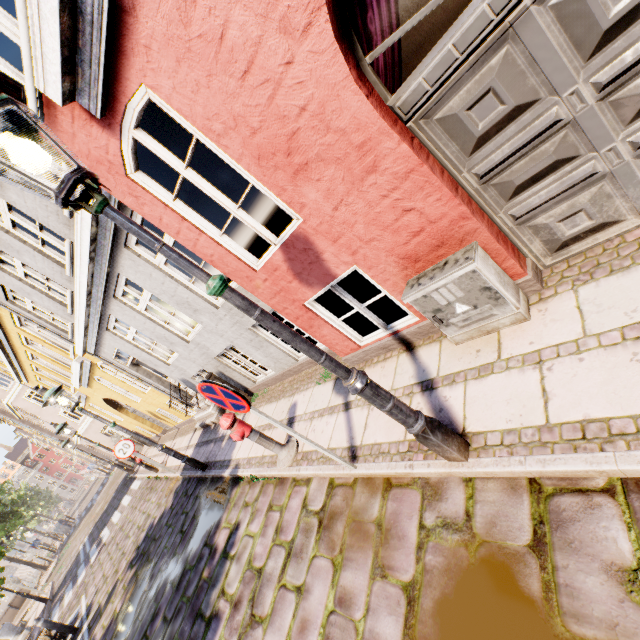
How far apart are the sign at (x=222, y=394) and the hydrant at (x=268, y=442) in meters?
1.4

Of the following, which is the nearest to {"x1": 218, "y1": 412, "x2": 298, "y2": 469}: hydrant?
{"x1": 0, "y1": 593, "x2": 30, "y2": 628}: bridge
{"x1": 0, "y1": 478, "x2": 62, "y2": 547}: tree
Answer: {"x1": 0, "y1": 478, "x2": 62, "y2": 547}: tree

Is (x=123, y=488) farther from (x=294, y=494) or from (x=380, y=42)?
(x=380, y=42)

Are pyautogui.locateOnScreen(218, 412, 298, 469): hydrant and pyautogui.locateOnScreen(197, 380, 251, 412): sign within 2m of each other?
yes

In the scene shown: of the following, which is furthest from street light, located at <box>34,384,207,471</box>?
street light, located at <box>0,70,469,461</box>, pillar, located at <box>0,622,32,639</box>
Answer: pillar, located at <box>0,622,32,639</box>

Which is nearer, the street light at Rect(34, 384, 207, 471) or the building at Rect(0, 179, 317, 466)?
the building at Rect(0, 179, 317, 466)

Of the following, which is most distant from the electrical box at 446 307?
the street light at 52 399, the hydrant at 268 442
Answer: the street light at 52 399

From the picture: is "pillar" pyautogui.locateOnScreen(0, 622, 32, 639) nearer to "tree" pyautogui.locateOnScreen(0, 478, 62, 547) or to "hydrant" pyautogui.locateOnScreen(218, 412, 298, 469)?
"tree" pyautogui.locateOnScreen(0, 478, 62, 547)
